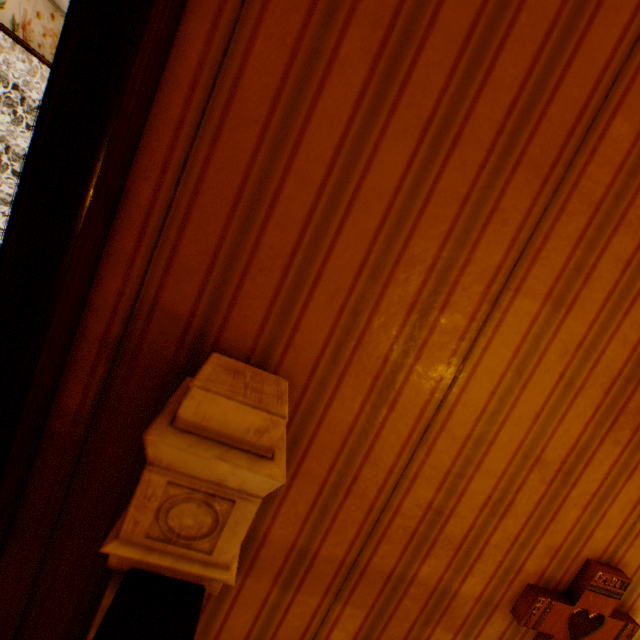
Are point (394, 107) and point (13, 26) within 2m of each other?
no
